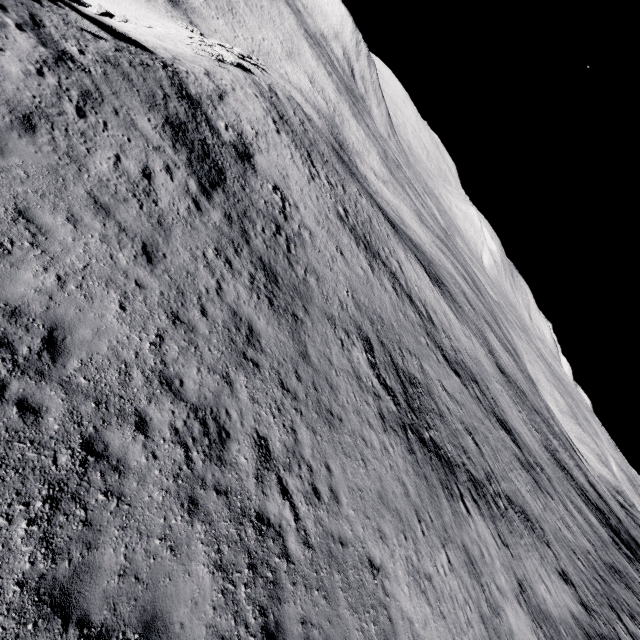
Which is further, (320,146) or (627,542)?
(627,542)
